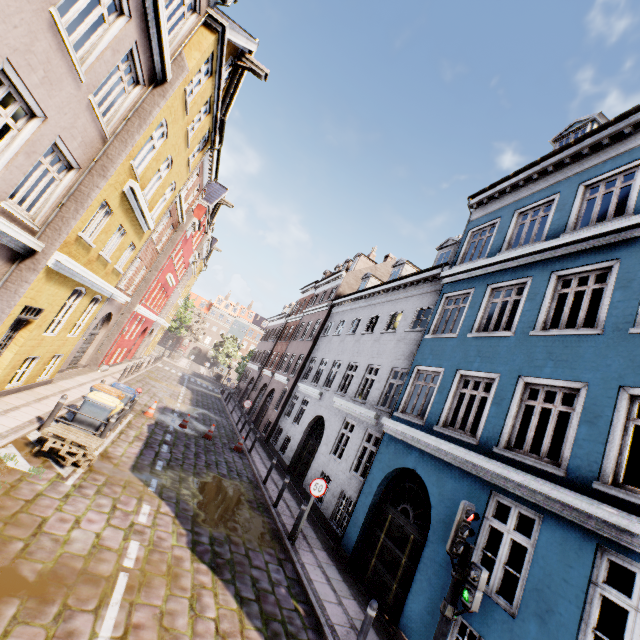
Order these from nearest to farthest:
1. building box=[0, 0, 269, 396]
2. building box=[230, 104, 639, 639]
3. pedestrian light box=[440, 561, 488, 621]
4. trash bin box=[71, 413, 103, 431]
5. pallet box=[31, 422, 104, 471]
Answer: pedestrian light box=[440, 561, 488, 621] < building box=[230, 104, 639, 639] < building box=[0, 0, 269, 396] < pallet box=[31, 422, 104, 471] < trash bin box=[71, 413, 103, 431]

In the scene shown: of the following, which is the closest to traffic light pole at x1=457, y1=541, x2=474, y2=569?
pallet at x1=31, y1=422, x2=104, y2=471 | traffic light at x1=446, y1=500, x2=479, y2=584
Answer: traffic light at x1=446, y1=500, x2=479, y2=584

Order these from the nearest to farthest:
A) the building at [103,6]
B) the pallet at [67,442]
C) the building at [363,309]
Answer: the building at [363,309] → the building at [103,6] → the pallet at [67,442]

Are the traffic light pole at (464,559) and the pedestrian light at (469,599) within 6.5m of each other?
yes

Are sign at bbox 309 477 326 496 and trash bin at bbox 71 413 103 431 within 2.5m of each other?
no

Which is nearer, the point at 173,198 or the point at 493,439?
the point at 493,439

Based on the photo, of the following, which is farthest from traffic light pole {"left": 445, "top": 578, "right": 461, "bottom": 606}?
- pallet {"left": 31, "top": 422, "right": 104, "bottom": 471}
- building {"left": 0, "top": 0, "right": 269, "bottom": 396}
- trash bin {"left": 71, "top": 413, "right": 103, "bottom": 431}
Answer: trash bin {"left": 71, "top": 413, "right": 103, "bottom": 431}

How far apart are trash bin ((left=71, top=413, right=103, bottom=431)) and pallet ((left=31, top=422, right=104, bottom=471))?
0.67m
